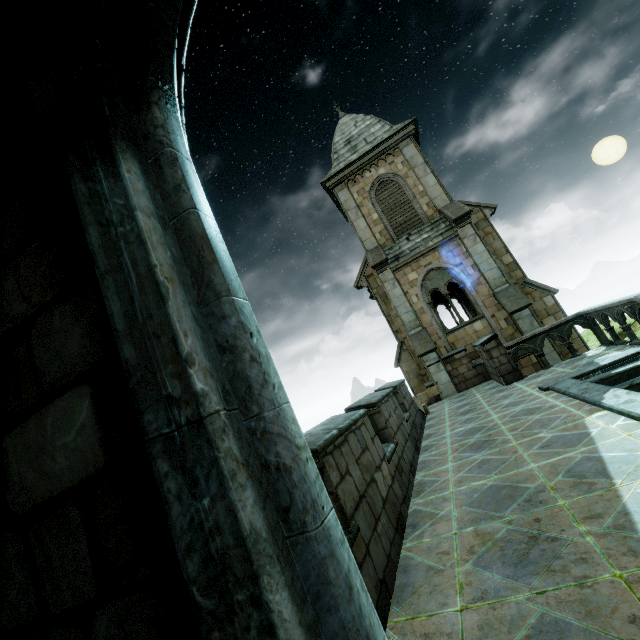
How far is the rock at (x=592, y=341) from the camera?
17.7 meters

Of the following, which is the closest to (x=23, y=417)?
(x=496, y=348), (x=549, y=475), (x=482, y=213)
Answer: (x=549, y=475)

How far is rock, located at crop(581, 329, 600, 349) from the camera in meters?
17.7 m

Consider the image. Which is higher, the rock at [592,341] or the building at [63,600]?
the building at [63,600]

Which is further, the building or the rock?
the rock

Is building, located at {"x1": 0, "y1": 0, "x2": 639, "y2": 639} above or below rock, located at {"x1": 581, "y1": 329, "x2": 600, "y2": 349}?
above
